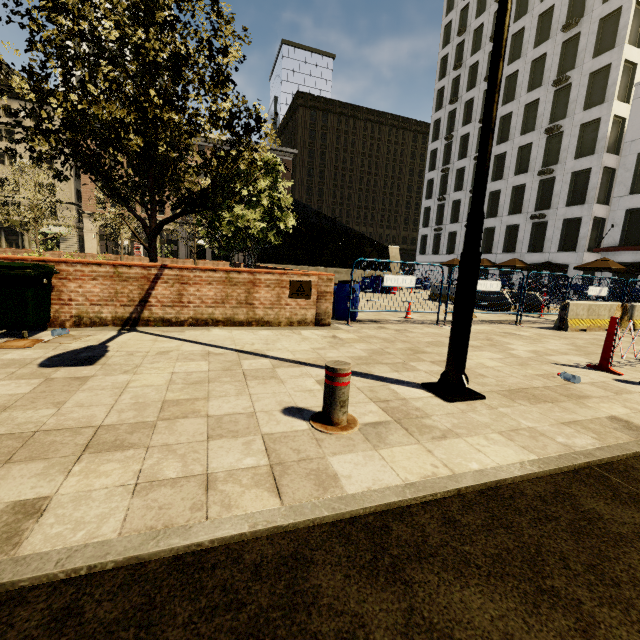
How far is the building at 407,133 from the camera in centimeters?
5362cm

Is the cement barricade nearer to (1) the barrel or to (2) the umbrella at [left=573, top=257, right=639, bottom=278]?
(1) the barrel

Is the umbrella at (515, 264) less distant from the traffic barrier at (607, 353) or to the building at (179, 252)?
the traffic barrier at (607, 353)

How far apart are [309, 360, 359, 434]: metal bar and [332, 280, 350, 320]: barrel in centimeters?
538cm

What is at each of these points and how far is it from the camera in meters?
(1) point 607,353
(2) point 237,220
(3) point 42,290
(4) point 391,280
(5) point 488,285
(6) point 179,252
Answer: (1) traffic barrier, 5.1
(2) tree, 12.7
(3) dumpster, 5.2
(4) fence, 8.1
(5) fence, 9.1
(6) building, 50.5

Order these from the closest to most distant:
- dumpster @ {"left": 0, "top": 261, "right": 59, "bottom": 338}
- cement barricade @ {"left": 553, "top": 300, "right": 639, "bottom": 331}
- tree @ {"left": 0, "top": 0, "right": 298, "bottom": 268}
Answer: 1. dumpster @ {"left": 0, "top": 261, "right": 59, "bottom": 338}
2. tree @ {"left": 0, "top": 0, "right": 298, "bottom": 268}
3. cement barricade @ {"left": 553, "top": 300, "right": 639, "bottom": 331}

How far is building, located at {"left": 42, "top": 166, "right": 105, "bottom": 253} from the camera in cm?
4456
